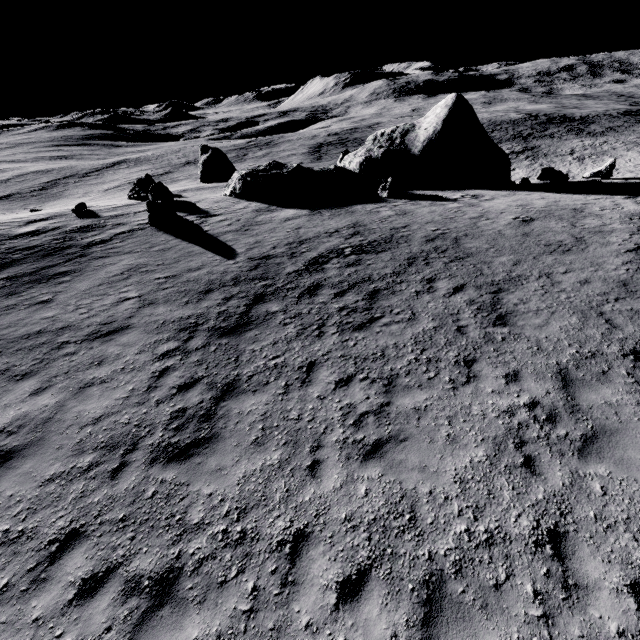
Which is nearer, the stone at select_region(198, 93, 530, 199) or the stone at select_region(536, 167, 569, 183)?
the stone at select_region(198, 93, 530, 199)

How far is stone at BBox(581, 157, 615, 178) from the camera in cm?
2417

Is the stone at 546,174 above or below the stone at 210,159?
below

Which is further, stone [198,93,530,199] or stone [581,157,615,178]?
stone [581,157,615,178]

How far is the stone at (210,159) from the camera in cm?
2295

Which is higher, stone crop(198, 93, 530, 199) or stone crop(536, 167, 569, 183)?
stone crop(198, 93, 530, 199)

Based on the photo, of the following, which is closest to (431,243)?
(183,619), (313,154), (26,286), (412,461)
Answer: (412,461)

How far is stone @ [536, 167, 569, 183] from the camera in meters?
23.7 m
